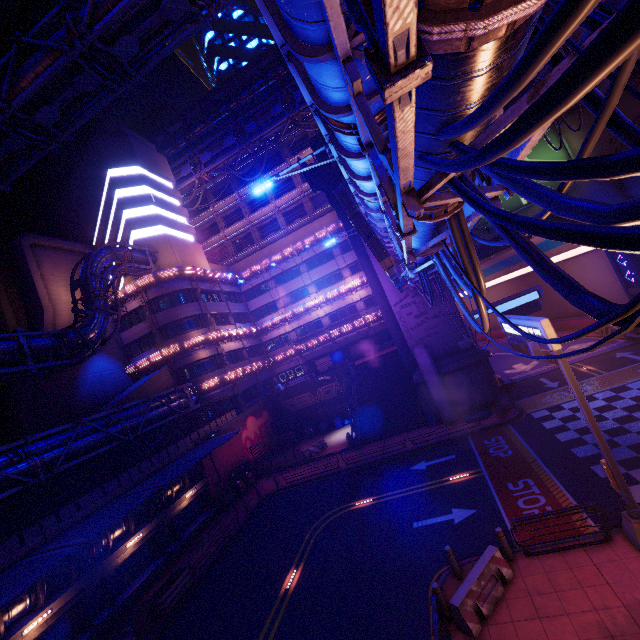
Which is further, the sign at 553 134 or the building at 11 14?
the building at 11 14

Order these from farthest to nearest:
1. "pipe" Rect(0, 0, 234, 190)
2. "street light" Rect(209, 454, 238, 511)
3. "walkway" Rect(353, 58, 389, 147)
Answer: "street light" Rect(209, 454, 238, 511) → "pipe" Rect(0, 0, 234, 190) → "walkway" Rect(353, 58, 389, 147)

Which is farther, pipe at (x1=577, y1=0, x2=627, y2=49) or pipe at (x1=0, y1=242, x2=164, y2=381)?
pipe at (x1=0, y1=242, x2=164, y2=381)

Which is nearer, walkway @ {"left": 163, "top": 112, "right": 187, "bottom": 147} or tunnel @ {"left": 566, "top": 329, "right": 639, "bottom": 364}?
tunnel @ {"left": 566, "top": 329, "right": 639, "bottom": 364}

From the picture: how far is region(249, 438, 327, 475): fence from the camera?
29.6 meters

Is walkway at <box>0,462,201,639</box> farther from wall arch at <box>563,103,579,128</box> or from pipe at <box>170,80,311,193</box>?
pipe at <box>170,80,311,193</box>

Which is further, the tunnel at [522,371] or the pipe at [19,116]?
the tunnel at [522,371]

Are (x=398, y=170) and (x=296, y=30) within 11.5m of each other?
yes
